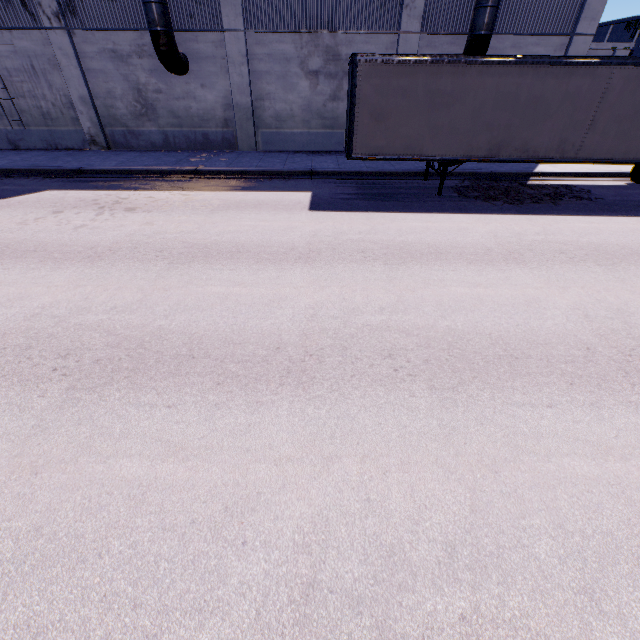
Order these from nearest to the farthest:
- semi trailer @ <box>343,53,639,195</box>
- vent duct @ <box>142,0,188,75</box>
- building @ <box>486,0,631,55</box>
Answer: semi trailer @ <box>343,53,639,195</box> → vent duct @ <box>142,0,188,75</box> → building @ <box>486,0,631,55</box>

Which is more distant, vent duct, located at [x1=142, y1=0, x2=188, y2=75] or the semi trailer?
vent duct, located at [x1=142, y1=0, x2=188, y2=75]

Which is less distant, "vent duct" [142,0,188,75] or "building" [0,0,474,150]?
"vent duct" [142,0,188,75]

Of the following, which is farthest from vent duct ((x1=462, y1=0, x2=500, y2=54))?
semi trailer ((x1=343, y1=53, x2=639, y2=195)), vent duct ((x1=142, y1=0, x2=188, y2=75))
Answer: vent duct ((x1=142, y1=0, x2=188, y2=75))

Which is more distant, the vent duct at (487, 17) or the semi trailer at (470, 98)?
the vent duct at (487, 17)

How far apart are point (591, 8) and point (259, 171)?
16.36m

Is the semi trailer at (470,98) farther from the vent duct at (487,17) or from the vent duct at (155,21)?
the vent duct at (155,21)
